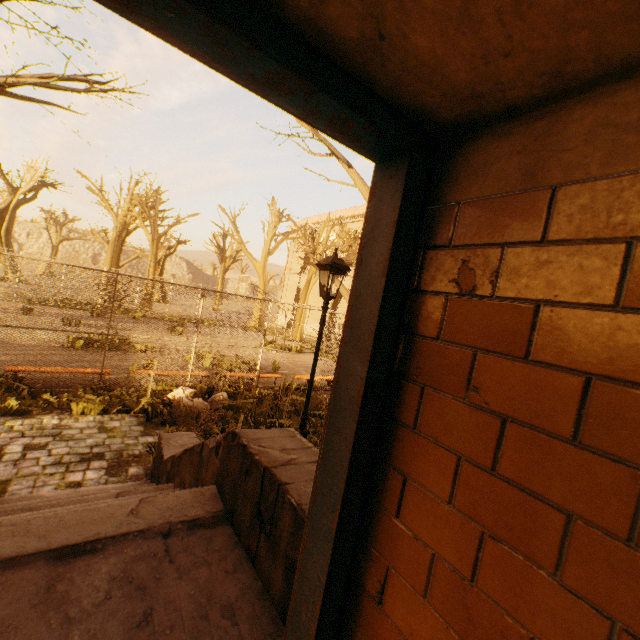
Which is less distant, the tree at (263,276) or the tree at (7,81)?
the tree at (7,81)

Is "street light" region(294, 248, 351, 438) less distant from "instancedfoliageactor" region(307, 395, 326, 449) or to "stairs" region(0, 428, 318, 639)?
"instancedfoliageactor" region(307, 395, 326, 449)

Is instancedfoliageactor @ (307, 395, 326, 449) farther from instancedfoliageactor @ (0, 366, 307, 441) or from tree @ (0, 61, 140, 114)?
tree @ (0, 61, 140, 114)

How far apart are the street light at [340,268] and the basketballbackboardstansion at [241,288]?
11.47m

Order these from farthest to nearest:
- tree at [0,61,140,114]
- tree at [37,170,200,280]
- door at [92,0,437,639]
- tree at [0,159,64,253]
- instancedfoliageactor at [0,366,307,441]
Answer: tree at [0,159,64,253]
tree at [37,170,200,280]
instancedfoliageactor at [0,366,307,441]
tree at [0,61,140,114]
door at [92,0,437,639]

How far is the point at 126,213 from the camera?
25.2 meters

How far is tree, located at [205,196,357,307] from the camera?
19.40m

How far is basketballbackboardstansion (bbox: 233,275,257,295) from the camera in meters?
16.9
